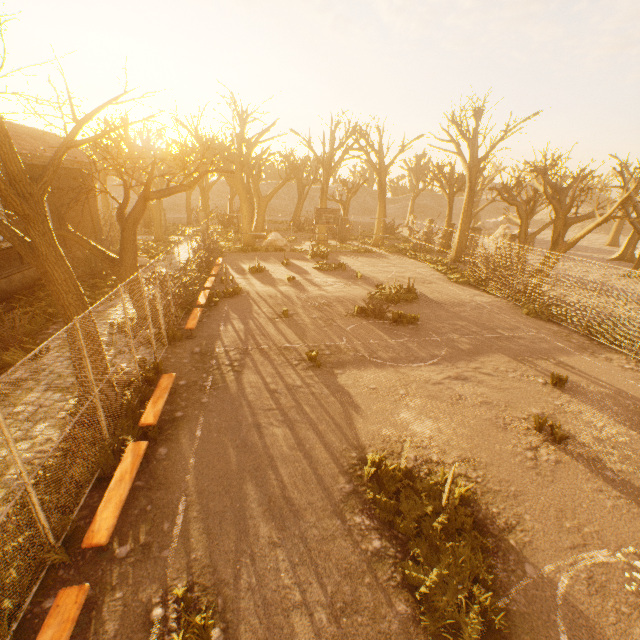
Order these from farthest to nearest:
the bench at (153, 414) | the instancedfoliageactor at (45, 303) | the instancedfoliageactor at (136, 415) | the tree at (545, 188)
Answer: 1. the tree at (545, 188)
2. the instancedfoliageactor at (45, 303)
3. the bench at (153, 414)
4. the instancedfoliageactor at (136, 415)

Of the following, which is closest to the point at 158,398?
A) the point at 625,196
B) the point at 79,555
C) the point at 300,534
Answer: the point at 79,555

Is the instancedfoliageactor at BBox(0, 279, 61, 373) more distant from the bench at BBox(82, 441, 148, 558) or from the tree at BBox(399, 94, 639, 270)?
the bench at BBox(82, 441, 148, 558)

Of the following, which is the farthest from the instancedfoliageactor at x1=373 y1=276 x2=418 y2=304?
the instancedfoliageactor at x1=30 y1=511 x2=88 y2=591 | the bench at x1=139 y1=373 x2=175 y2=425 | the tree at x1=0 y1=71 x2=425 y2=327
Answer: the instancedfoliageactor at x1=30 y1=511 x2=88 y2=591

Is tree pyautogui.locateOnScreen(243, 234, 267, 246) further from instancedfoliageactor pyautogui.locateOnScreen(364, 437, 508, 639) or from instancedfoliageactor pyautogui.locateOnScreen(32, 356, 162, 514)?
instancedfoliageactor pyautogui.locateOnScreen(364, 437, 508, 639)

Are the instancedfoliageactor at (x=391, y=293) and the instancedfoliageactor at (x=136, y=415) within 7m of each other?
no

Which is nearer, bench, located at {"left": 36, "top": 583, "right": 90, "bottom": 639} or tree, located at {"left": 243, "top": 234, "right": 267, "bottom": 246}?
bench, located at {"left": 36, "top": 583, "right": 90, "bottom": 639}

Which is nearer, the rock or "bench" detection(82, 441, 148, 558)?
"bench" detection(82, 441, 148, 558)
